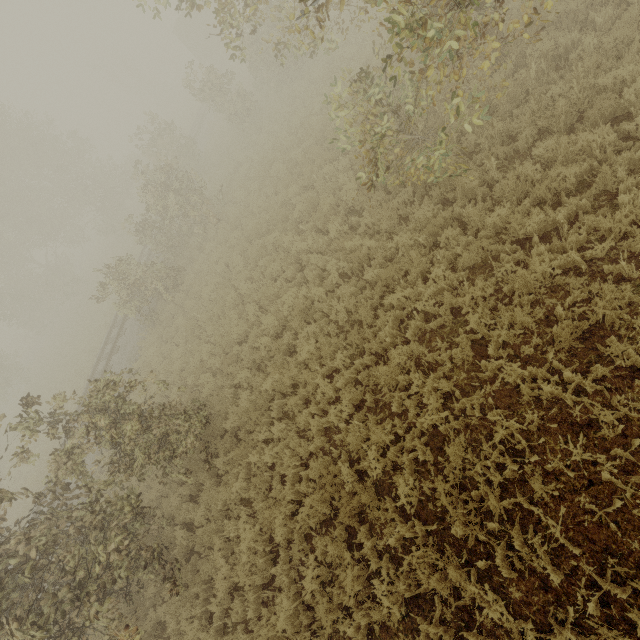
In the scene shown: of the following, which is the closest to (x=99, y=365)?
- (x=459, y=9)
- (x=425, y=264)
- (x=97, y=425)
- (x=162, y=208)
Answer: (x=162, y=208)

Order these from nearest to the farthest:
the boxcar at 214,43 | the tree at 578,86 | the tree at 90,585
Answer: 1. the tree at 90,585
2. the tree at 578,86
3. the boxcar at 214,43

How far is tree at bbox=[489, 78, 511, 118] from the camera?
5.8m

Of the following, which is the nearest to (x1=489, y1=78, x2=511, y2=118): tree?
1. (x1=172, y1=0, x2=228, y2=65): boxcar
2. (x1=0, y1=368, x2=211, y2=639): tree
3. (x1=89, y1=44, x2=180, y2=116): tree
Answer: (x1=0, y1=368, x2=211, y2=639): tree

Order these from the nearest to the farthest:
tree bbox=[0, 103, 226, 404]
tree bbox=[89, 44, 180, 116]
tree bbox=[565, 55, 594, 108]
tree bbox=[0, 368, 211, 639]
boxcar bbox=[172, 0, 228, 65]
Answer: tree bbox=[0, 368, 211, 639], tree bbox=[565, 55, 594, 108], tree bbox=[0, 103, 226, 404], boxcar bbox=[172, 0, 228, 65], tree bbox=[89, 44, 180, 116]

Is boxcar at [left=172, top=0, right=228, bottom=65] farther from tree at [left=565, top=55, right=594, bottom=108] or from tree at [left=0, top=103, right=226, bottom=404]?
tree at [left=565, top=55, right=594, bottom=108]

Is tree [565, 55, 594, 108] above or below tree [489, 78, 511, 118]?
above

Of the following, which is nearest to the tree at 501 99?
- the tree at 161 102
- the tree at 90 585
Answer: the tree at 90 585
